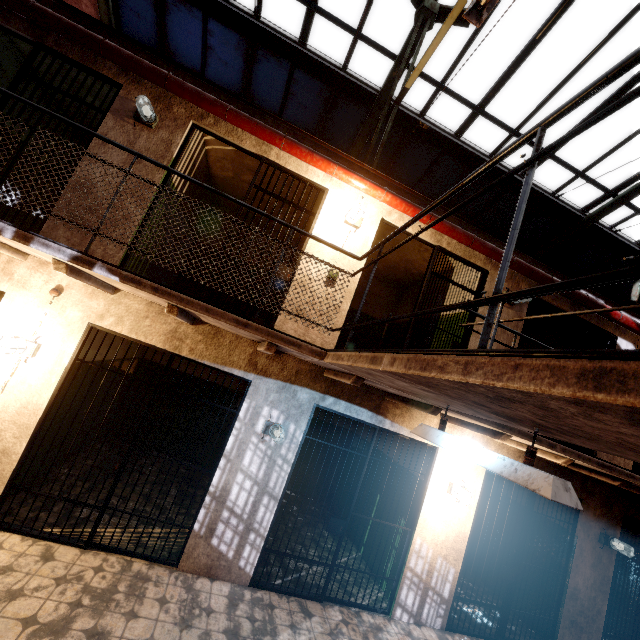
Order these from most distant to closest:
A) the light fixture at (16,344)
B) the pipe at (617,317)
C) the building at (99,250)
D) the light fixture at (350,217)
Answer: the pipe at (617,317) < the light fixture at (350,217) < the building at (99,250) < the light fixture at (16,344)

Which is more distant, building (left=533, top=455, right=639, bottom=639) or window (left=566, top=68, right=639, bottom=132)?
window (left=566, top=68, right=639, bottom=132)

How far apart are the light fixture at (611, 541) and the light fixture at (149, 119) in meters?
9.4

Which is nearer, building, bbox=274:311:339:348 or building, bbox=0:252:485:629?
building, bbox=0:252:485:629

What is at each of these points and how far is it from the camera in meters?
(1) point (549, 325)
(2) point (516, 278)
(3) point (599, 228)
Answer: (1) building, 7.6 m
(2) building, 5.5 m
(3) window, 8.2 m

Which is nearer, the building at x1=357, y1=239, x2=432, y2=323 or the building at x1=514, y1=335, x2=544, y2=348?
the building at x1=514, y1=335, x2=544, y2=348

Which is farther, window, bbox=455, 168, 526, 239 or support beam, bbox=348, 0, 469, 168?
window, bbox=455, 168, 526, 239

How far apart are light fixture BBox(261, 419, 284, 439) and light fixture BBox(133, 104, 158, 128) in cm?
418
